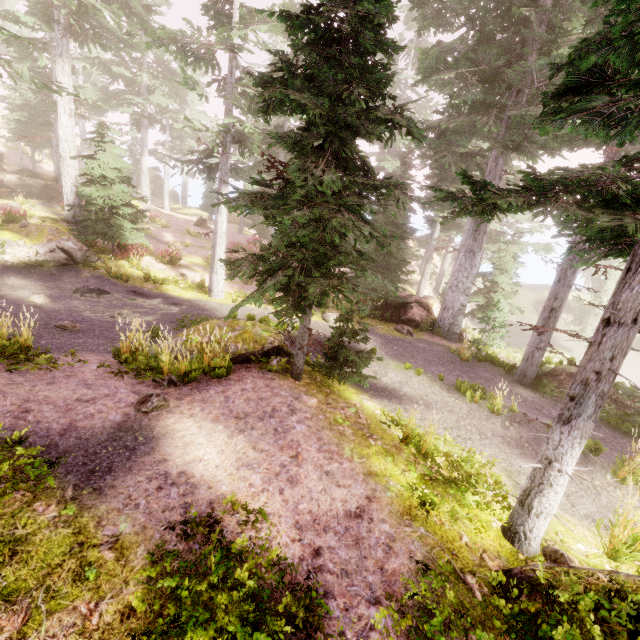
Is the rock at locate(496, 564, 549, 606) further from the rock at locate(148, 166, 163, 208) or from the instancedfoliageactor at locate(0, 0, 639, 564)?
the rock at locate(148, 166, 163, 208)

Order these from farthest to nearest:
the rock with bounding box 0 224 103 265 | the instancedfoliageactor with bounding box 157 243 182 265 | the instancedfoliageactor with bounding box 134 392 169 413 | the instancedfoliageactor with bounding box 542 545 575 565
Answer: the instancedfoliageactor with bounding box 157 243 182 265 < the rock with bounding box 0 224 103 265 < the instancedfoliageactor with bounding box 134 392 169 413 < the instancedfoliageactor with bounding box 542 545 575 565

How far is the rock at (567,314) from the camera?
34.19m

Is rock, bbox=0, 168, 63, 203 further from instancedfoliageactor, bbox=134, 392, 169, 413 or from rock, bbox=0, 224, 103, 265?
rock, bbox=0, 224, 103, 265

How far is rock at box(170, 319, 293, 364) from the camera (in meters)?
8.07

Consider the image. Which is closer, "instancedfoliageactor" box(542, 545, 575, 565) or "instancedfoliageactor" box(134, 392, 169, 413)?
"instancedfoliageactor" box(542, 545, 575, 565)

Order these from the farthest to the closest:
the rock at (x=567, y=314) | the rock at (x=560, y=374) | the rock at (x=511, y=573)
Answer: the rock at (x=567, y=314) < the rock at (x=560, y=374) < the rock at (x=511, y=573)

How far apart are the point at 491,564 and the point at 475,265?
12.2 meters
